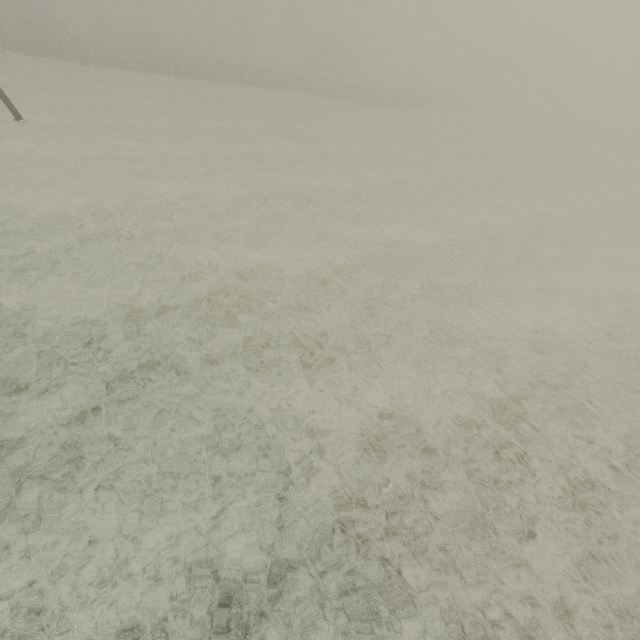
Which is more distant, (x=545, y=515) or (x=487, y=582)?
(x=545, y=515)
